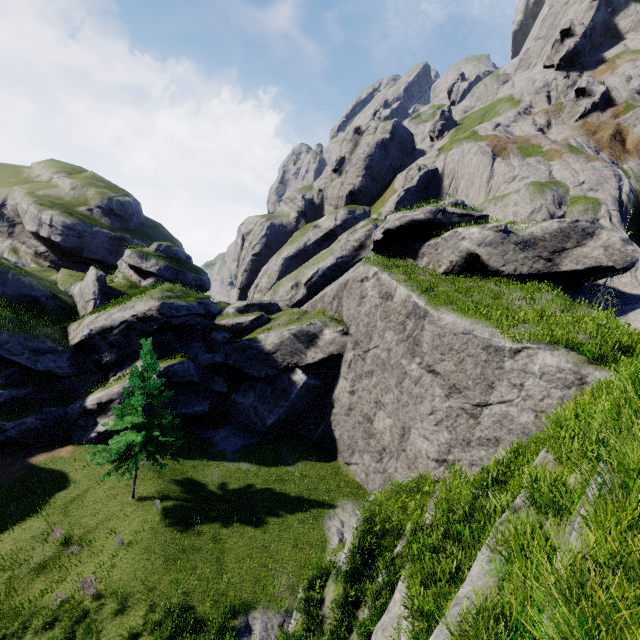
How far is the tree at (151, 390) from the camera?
18.86m

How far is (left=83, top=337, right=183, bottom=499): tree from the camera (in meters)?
18.86

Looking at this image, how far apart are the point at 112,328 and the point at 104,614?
18.2 meters
